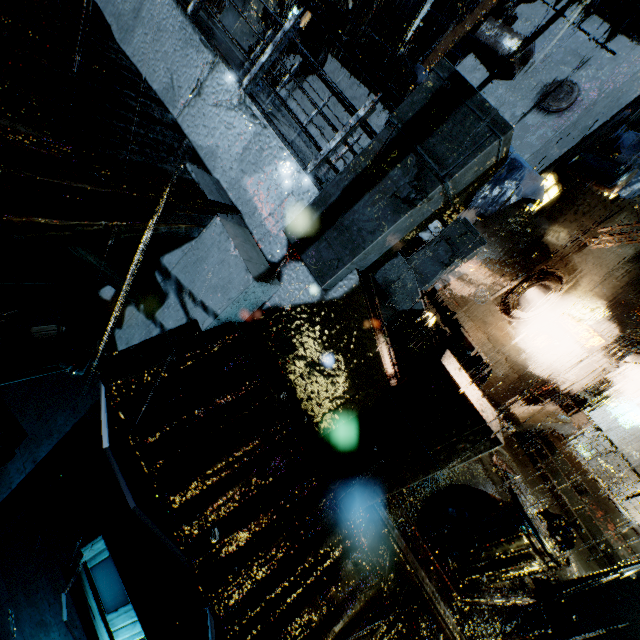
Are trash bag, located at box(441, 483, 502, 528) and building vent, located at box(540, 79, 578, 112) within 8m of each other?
no

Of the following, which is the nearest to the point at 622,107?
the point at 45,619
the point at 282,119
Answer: the point at 282,119

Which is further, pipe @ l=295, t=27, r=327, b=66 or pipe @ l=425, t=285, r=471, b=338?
pipe @ l=295, t=27, r=327, b=66

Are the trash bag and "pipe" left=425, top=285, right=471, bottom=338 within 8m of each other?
yes

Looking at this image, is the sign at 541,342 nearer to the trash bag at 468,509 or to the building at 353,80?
the building at 353,80

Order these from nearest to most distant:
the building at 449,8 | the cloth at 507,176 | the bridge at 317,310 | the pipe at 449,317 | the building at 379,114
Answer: the bridge at 317,310 → the cloth at 507,176 → the pipe at 449,317 → the building at 449,8 → the building at 379,114

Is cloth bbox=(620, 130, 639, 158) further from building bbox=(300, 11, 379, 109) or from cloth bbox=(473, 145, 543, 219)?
cloth bbox=(473, 145, 543, 219)

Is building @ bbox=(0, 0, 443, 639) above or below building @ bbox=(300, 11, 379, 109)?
below
